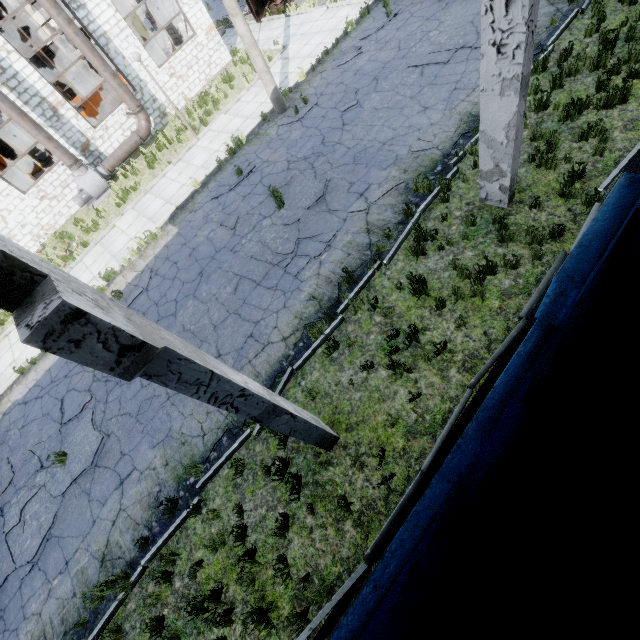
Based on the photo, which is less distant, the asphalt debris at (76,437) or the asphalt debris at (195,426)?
the asphalt debris at (195,426)

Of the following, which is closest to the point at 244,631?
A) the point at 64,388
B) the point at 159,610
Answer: the point at 159,610

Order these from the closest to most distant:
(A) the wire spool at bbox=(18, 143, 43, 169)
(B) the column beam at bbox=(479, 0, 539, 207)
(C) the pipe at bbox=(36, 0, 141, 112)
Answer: (B) the column beam at bbox=(479, 0, 539, 207) → (C) the pipe at bbox=(36, 0, 141, 112) → (A) the wire spool at bbox=(18, 143, 43, 169)

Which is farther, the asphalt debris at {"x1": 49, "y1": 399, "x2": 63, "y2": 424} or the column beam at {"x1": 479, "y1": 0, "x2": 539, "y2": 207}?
the asphalt debris at {"x1": 49, "y1": 399, "x2": 63, "y2": 424}

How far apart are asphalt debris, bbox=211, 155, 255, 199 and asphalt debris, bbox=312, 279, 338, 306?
6.16m

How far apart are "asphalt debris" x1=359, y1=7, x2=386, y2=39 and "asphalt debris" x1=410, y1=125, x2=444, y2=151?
7.28m

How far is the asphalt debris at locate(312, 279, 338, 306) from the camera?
7.19m

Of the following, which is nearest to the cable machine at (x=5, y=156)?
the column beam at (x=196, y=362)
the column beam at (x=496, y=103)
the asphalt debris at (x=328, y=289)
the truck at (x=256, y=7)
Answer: the truck at (x=256, y=7)
